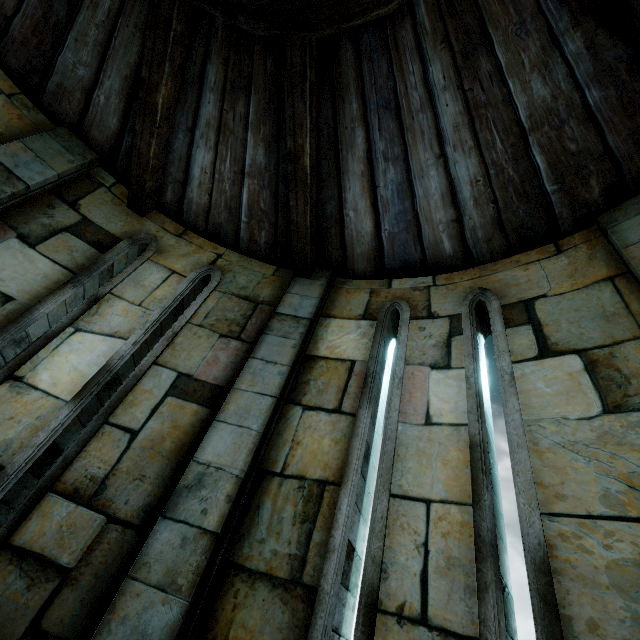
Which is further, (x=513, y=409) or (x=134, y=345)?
(x=134, y=345)
